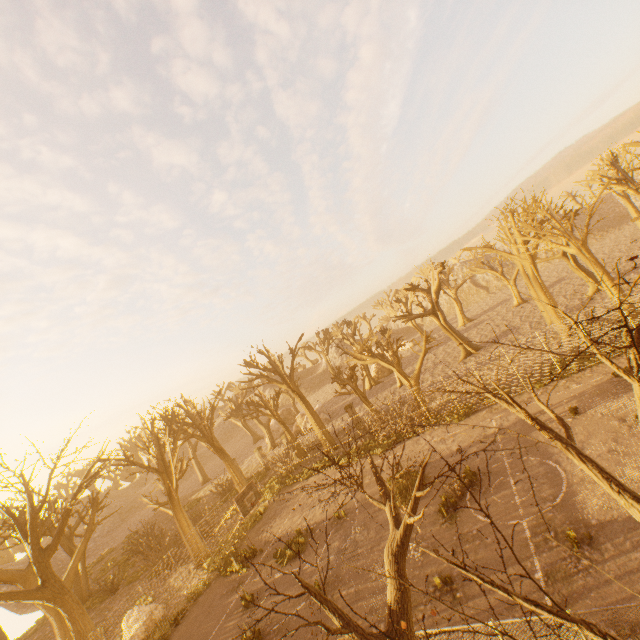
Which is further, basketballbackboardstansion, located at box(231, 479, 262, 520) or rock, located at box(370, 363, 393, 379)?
rock, located at box(370, 363, 393, 379)

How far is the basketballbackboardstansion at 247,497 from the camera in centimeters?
1712cm

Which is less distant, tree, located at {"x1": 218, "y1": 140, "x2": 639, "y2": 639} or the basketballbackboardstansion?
tree, located at {"x1": 218, "y1": 140, "x2": 639, "y2": 639}

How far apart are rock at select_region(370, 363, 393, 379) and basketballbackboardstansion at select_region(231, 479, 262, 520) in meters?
30.0

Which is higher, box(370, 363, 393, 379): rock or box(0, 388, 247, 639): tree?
box(0, 388, 247, 639): tree

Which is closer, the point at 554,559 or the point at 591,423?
A: the point at 554,559

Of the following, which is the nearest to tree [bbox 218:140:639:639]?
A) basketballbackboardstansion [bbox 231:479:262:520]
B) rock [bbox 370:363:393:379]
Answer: rock [bbox 370:363:393:379]

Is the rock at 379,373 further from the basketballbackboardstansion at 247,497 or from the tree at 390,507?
the basketballbackboardstansion at 247,497
